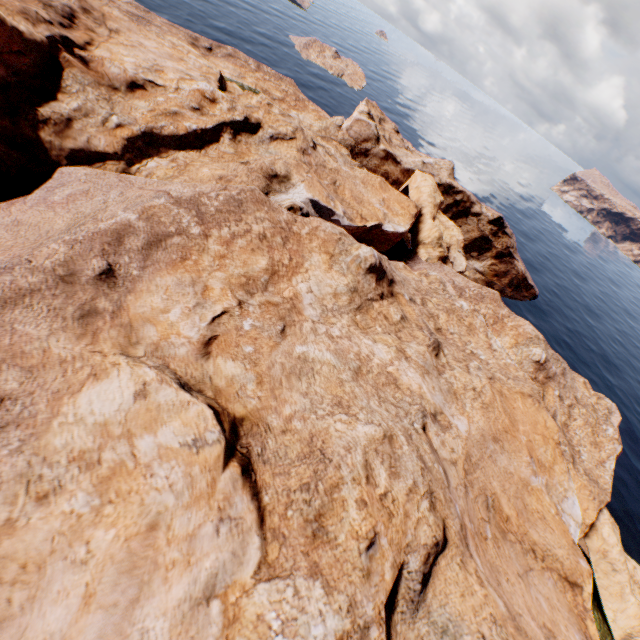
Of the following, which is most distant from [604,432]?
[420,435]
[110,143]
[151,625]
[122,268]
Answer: [110,143]
